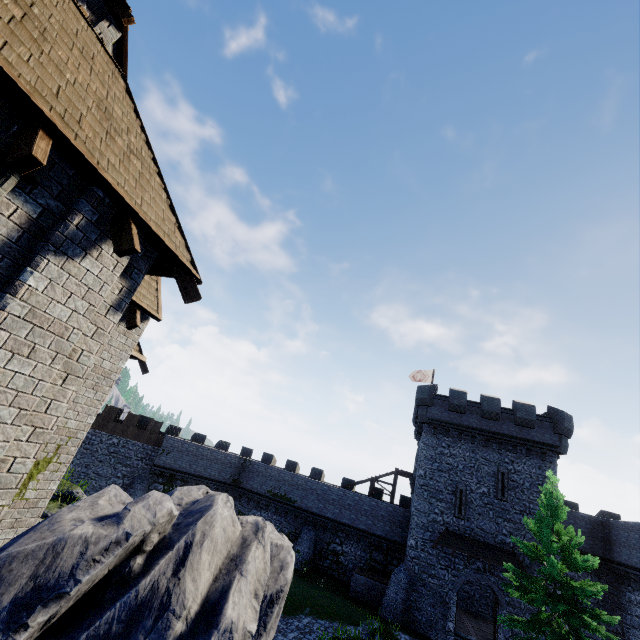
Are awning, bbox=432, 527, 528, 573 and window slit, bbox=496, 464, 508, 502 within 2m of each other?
no

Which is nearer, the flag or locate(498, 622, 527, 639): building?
locate(498, 622, 527, 639): building

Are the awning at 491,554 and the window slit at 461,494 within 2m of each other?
yes

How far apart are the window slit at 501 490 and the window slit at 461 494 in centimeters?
190cm

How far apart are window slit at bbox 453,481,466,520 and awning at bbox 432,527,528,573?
0.7 meters

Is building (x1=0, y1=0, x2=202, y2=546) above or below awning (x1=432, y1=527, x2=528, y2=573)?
above

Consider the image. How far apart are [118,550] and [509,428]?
28.4 meters

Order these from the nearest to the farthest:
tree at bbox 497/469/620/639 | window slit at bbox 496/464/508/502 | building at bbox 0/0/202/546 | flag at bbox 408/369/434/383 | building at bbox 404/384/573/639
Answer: building at bbox 0/0/202/546 → tree at bbox 497/469/620/639 → building at bbox 404/384/573/639 → window slit at bbox 496/464/508/502 → flag at bbox 408/369/434/383
